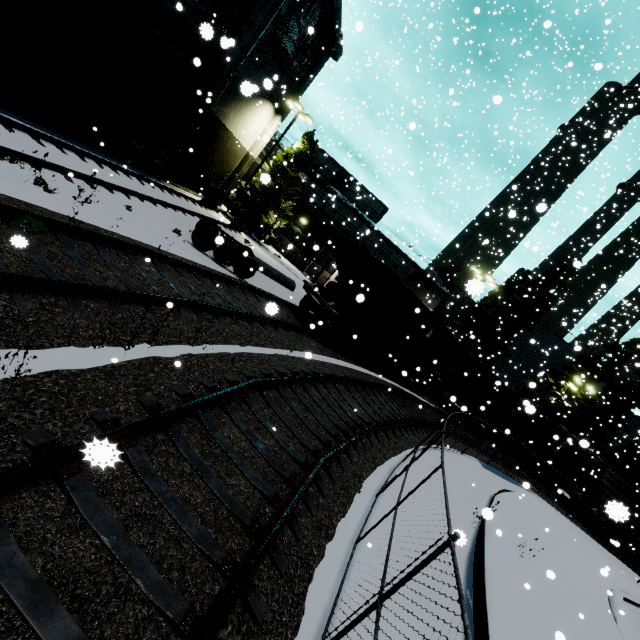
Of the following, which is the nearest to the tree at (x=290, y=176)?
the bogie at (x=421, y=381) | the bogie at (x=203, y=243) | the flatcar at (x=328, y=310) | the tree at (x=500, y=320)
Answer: the flatcar at (x=328, y=310)

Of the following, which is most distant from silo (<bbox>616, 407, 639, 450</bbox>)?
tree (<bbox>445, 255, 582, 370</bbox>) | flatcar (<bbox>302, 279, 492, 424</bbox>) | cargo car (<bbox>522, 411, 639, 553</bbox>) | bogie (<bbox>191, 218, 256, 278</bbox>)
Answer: bogie (<bbox>191, 218, 256, 278</bbox>)

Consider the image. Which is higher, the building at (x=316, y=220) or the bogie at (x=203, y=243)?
the building at (x=316, y=220)

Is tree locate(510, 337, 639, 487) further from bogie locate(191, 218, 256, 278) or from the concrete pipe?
bogie locate(191, 218, 256, 278)

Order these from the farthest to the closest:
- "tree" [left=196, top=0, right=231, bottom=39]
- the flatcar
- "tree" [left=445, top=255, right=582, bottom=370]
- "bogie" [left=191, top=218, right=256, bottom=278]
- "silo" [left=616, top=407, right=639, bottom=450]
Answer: "silo" [left=616, top=407, right=639, bottom=450]
"tree" [left=445, top=255, right=582, bottom=370]
the flatcar
"bogie" [left=191, top=218, right=256, bottom=278]
"tree" [left=196, top=0, right=231, bottom=39]

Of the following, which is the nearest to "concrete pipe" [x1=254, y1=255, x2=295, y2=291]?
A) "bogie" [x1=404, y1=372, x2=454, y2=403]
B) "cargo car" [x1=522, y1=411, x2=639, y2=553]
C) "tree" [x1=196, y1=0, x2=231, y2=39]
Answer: "tree" [x1=196, y1=0, x2=231, y2=39]

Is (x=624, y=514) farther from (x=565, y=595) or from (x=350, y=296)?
(x=350, y=296)

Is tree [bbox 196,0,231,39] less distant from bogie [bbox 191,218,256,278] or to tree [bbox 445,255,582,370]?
bogie [bbox 191,218,256,278]
